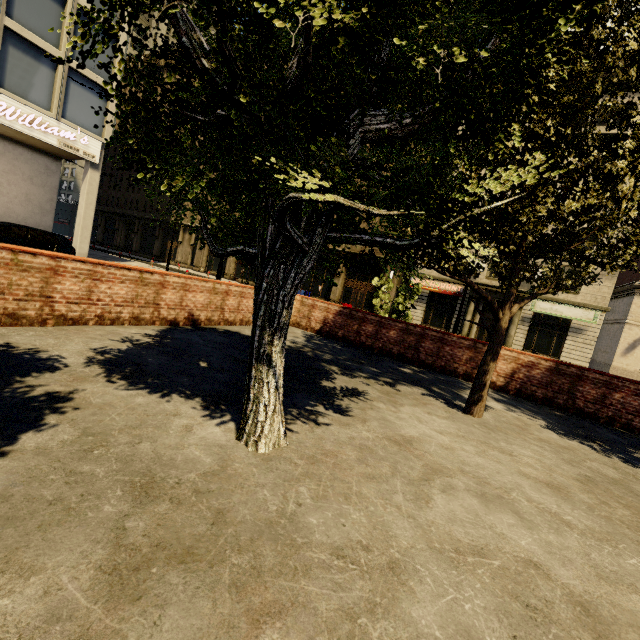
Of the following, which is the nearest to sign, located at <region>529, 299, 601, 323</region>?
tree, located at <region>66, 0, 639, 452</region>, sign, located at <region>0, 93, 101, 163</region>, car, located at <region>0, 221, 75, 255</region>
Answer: tree, located at <region>66, 0, 639, 452</region>

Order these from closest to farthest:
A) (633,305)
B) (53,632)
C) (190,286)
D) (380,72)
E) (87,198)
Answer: (53,632)
(380,72)
(190,286)
(87,198)
(633,305)

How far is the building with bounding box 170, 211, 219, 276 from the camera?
41.9 meters

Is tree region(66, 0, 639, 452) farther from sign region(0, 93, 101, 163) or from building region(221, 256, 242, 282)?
sign region(0, 93, 101, 163)

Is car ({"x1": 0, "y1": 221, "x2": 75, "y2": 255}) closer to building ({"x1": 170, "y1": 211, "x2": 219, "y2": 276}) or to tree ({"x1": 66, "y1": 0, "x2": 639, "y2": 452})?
building ({"x1": 170, "y1": 211, "x2": 219, "y2": 276})

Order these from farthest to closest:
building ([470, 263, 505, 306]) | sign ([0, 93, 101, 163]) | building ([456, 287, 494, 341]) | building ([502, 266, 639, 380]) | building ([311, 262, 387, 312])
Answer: building ([311, 262, 387, 312])
building ([456, 287, 494, 341])
building ([470, 263, 505, 306])
building ([502, 266, 639, 380])
sign ([0, 93, 101, 163])

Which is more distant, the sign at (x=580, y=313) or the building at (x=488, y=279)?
the building at (x=488, y=279)

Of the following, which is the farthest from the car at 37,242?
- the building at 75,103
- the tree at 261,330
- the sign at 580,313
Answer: the sign at 580,313
